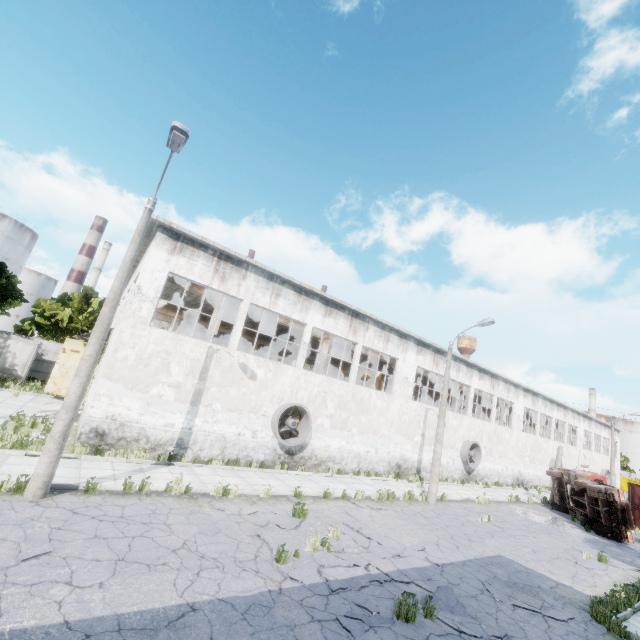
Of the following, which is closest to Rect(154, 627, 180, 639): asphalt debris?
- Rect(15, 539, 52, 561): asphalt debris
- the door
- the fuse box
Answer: Rect(15, 539, 52, 561): asphalt debris

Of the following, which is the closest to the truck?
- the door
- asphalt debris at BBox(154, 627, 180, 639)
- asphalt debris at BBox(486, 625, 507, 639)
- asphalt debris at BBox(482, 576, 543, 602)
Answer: asphalt debris at BBox(482, 576, 543, 602)

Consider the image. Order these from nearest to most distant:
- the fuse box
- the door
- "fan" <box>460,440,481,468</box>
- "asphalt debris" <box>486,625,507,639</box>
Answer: "asphalt debris" <box>486,625,507,639</box>
the door
the fuse box
"fan" <box>460,440,481,468</box>

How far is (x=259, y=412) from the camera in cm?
1658

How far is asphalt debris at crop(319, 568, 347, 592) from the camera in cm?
716

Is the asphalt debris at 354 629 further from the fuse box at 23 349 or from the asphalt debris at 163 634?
the fuse box at 23 349

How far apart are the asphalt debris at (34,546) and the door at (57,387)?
18.76m
